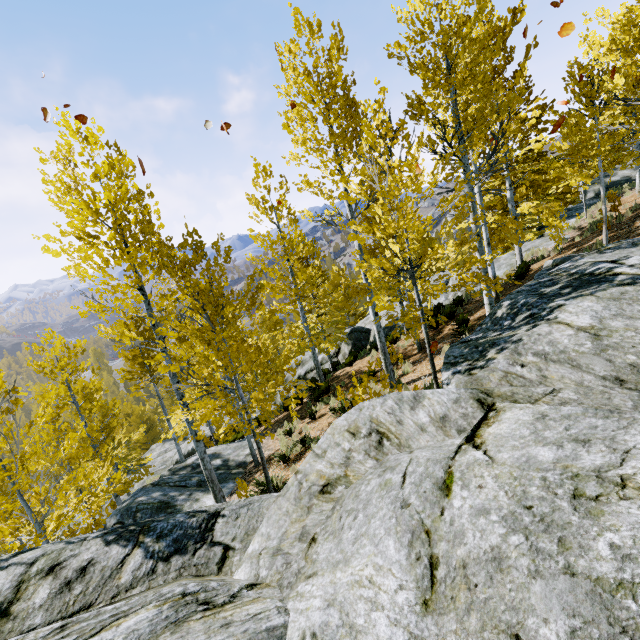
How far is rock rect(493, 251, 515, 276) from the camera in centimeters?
1658cm

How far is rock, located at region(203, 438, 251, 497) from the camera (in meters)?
11.25

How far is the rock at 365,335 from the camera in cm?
2053

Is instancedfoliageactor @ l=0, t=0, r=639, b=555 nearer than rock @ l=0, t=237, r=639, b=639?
No

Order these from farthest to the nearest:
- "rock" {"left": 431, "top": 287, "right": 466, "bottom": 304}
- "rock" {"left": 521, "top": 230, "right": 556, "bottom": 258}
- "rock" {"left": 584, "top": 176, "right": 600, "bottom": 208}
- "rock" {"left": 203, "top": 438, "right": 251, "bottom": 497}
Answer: "rock" {"left": 584, "top": 176, "right": 600, "bottom": 208} → "rock" {"left": 431, "top": 287, "right": 466, "bottom": 304} → "rock" {"left": 521, "top": 230, "right": 556, "bottom": 258} → "rock" {"left": 203, "top": 438, "right": 251, "bottom": 497}

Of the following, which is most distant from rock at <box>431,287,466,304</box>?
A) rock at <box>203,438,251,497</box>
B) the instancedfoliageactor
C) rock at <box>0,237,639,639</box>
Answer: rock at <box>203,438,251,497</box>

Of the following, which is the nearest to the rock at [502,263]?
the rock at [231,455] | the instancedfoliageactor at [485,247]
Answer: the instancedfoliageactor at [485,247]

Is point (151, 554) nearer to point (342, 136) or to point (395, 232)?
point (395, 232)
